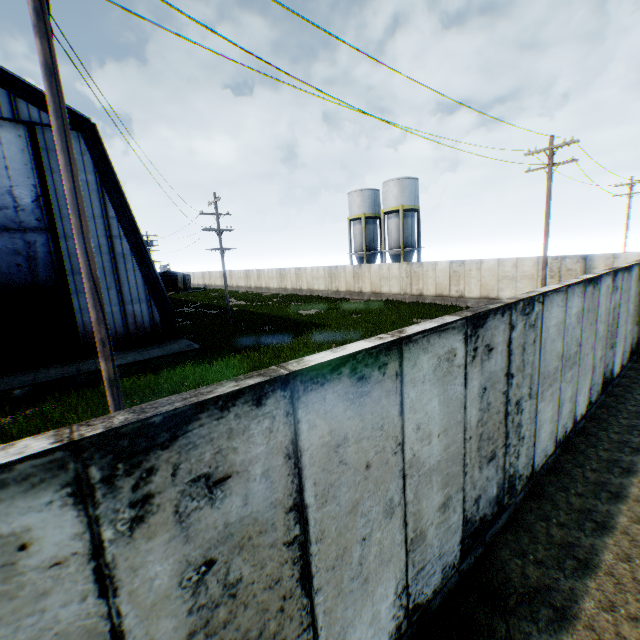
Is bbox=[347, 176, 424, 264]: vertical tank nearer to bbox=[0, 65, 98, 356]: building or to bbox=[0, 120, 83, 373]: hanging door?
bbox=[0, 65, 98, 356]: building

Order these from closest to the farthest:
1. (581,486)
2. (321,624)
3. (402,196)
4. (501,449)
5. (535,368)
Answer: (321,624) → (501,449) → (535,368) → (581,486) → (402,196)

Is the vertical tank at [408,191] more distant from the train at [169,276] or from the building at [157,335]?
the train at [169,276]

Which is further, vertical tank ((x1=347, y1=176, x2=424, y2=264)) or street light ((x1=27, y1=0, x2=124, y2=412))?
vertical tank ((x1=347, y1=176, x2=424, y2=264))

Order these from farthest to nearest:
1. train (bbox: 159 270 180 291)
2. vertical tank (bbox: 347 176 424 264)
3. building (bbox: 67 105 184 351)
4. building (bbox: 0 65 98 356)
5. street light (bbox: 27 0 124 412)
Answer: train (bbox: 159 270 180 291)
vertical tank (bbox: 347 176 424 264)
building (bbox: 67 105 184 351)
building (bbox: 0 65 98 356)
street light (bbox: 27 0 124 412)

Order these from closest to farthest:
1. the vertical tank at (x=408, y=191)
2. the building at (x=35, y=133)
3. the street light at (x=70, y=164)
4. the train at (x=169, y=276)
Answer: the street light at (x=70, y=164) → the building at (x=35, y=133) → the vertical tank at (x=408, y=191) → the train at (x=169, y=276)

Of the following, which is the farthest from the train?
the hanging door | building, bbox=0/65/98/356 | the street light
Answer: the street light

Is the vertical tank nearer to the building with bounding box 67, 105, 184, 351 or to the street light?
the building with bounding box 67, 105, 184, 351
